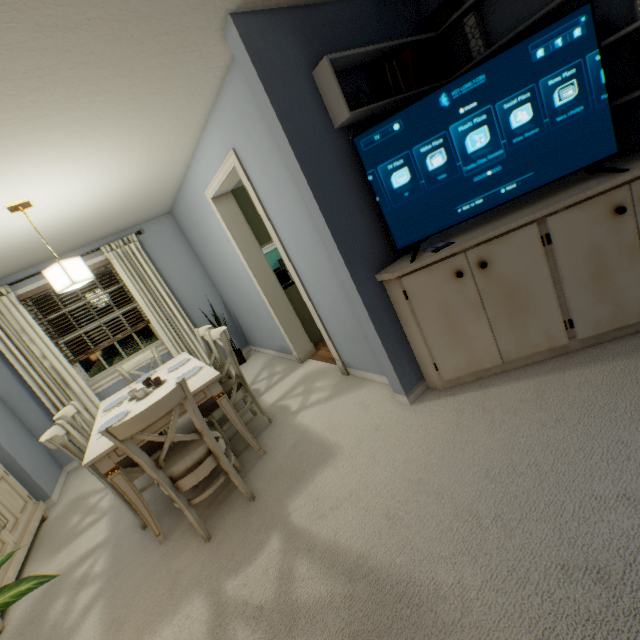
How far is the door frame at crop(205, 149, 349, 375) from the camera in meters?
2.7 m

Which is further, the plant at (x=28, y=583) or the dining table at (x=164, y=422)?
the dining table at (x=164, y=422)

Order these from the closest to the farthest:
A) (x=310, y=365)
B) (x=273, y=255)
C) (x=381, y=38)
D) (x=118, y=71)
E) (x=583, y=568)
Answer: (x=583, y=568), (x=118, y=71), (x=381, y=38), (x=310, y=365), (x=273, y=255)

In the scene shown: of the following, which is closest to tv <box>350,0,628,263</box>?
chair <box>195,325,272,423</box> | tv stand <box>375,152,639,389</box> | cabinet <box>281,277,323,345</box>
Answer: tv stand <box>375,152,639,389</box>

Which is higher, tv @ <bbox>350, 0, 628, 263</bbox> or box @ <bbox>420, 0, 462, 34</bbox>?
box @ <bbox>420, 0, 462, 34</bbox>

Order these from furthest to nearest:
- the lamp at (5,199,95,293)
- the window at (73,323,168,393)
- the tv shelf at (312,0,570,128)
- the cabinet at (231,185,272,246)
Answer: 1. the window at (73,323,168,393)
2. the cabinet at (231,185,272,246)
3. the lamp at (5,199,95,293)
4. the tv shelf at (312,0,570,128)

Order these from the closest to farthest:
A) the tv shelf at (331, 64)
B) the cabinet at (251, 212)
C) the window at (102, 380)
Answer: the tv shelf at (331, 64), the cabinet at (251, 212), the window at (102, 380)

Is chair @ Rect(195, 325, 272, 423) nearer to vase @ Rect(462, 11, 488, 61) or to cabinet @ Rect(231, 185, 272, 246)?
cabinet @ Rect(231, 185, 272, 246)
